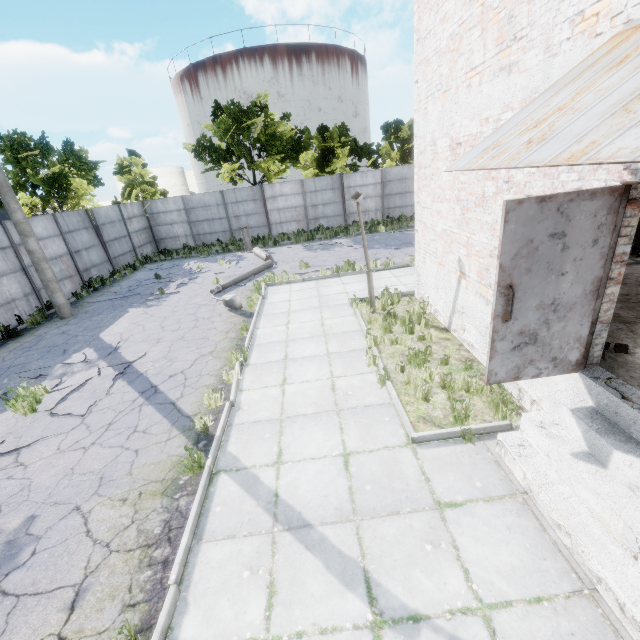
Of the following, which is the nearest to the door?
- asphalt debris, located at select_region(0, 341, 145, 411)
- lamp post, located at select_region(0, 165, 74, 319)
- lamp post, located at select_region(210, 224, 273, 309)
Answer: asphalt debris, located at select_region(0, 341, 145, 411)

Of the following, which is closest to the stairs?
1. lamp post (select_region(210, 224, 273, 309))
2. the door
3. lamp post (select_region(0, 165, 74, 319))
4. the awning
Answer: the door

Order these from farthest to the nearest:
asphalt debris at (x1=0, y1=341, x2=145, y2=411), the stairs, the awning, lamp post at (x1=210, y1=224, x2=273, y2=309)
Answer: lamp post at (x1=210, y1=224, x2=273, y2=309)
asphalt debris at (x1=0, y1=341, x2=145, y2=411)
the stairs
the awning

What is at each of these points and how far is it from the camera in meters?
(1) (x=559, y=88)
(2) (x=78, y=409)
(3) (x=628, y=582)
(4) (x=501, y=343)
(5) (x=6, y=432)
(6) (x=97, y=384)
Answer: (1) awning, 2.8
(2) asphalt debris, 6.6
(3) stairs, 2.8
(4) door, 3.7
(5) asphalt debris, 6.3
(6) asphalt debris, 7.4

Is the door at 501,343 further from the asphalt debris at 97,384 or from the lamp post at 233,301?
the lamp post at 233,301

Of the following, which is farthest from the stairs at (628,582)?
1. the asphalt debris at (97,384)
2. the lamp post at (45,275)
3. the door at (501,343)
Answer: the lamp post at (45,275)

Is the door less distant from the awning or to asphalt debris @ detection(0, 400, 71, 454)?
the awning
